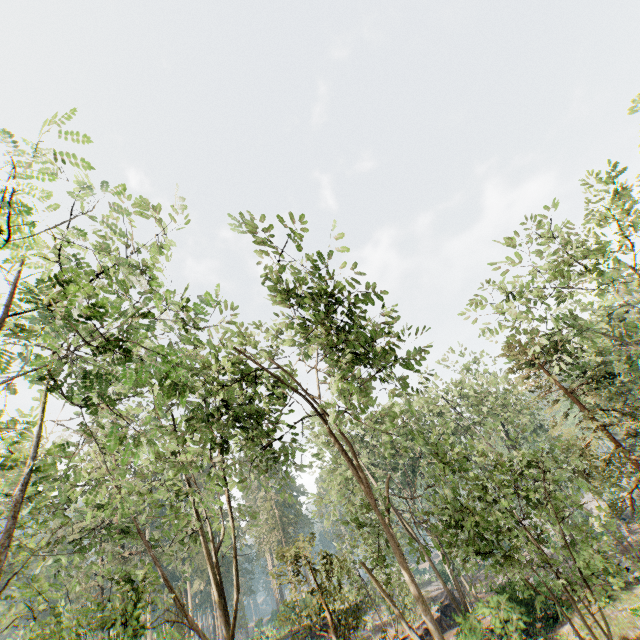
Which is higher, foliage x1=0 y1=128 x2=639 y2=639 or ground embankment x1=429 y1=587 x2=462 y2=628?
foliage x1=0 y1=128 x2=639 y2=639

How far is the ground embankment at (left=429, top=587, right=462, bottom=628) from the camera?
28.6m

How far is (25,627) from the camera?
57.0 meters

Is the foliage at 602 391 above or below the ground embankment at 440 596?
above

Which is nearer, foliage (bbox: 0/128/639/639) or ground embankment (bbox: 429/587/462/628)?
foliage (bbox: 0/128/639/639)

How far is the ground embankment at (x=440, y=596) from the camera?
28.6m
